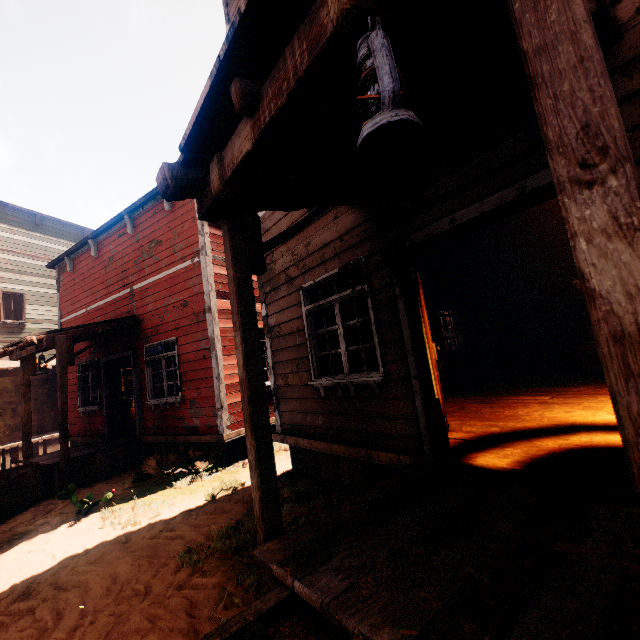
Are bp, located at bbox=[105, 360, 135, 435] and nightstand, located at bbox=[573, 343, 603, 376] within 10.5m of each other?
no

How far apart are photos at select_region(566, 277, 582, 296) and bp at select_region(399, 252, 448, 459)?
6.51m

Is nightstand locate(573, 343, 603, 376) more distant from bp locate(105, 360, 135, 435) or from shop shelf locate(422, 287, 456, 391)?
bp locate(105, 360, 135, 435)

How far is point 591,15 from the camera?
1.31m

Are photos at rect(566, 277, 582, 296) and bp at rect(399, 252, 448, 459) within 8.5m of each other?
yes

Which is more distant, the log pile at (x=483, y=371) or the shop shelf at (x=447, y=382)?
the log pile at (x=483, y=371)

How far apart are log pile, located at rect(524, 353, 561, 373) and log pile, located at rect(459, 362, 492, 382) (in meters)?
0.90

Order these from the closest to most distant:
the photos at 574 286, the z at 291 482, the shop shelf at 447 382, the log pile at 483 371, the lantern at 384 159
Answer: the lantern at 384 159 < the z at 291 482 < the photos at 574 286 < the shop shelf at 447 382 < the log pile at 483 371
